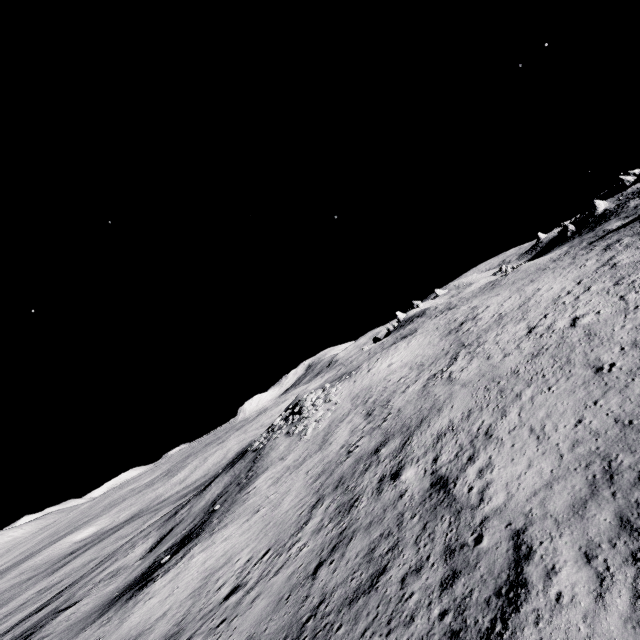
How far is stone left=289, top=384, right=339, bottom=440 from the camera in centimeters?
3384cm

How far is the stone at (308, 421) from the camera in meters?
33.8

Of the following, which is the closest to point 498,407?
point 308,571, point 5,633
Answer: point 308,571
